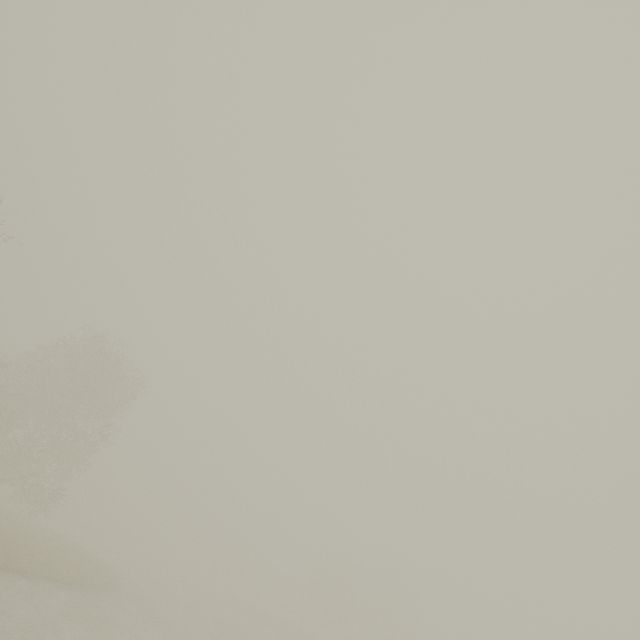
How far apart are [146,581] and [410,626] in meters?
51.5 m
